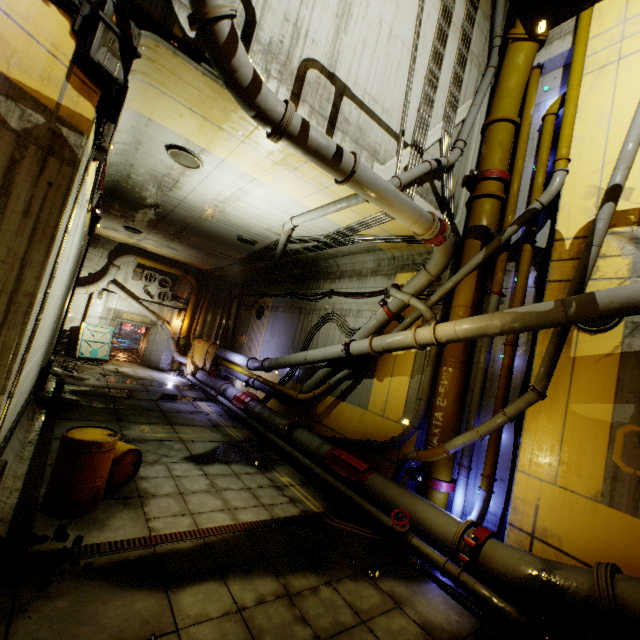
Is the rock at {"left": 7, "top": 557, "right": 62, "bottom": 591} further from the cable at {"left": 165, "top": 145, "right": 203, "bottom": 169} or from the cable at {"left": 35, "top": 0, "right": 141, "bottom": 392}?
the cable at {"left": 165, "top": 145, "right": 203, "bottom": 169}

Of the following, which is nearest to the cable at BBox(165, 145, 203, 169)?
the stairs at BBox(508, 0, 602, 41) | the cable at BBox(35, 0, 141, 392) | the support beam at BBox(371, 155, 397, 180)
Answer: the cable at BBox(35, 0, 141, 392)

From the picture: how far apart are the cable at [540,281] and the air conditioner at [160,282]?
19.73m

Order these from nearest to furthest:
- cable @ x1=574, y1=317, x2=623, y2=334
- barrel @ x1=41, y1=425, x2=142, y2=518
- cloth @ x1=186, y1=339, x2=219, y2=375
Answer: barrel @ x1=41, y1=425, x2=142, y2=518 → cable @ x1=574, y1=317, x2=623, y2=334 → cloth @ x1=186, y1=339, x2=219, y2=375

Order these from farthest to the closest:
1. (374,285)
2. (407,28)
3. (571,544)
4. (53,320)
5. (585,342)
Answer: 1. (374,285)
2. (53,320)
3. (407,28)
4. (585,342)
5. (571,544)

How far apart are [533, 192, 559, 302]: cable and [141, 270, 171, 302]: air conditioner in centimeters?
1973cm

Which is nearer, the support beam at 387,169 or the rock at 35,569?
the rock at 35,569

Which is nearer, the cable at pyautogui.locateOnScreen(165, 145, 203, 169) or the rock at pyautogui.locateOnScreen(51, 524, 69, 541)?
the rock at pyautogui.locateOnScreen(51, 524, 69, 541)
